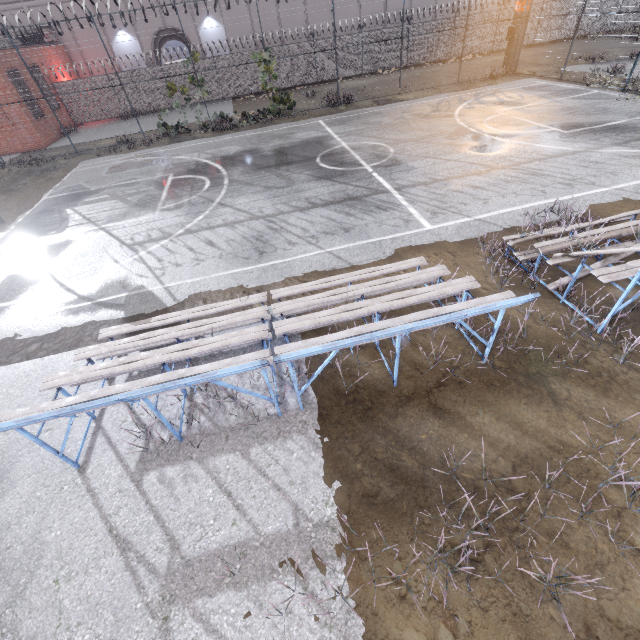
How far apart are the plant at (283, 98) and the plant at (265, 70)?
1.3m

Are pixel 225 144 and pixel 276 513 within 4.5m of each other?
no

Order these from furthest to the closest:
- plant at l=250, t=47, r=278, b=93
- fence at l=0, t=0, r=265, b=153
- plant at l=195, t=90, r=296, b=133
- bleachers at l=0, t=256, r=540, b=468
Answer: plant at l=195, t=90, r=296, b=133 < plant at l=250, t=47, r=278, b=93 < fence at l=0, t=0, r=265, b=153 < bleachers at l=0, t=256, r=540, b=468

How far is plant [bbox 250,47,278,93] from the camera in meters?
17.7

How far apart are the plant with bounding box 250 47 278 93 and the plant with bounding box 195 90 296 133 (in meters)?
1.28

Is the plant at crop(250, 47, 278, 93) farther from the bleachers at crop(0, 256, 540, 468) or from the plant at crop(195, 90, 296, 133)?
the bleachers at crop(0, 256, 540, 468)

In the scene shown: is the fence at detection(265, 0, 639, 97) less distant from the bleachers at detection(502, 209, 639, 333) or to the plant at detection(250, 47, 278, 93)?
the plant at detection(250, 47, 278, 93)

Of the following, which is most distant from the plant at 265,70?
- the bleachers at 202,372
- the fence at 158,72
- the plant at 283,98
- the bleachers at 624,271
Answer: the bleachers at 624,271
